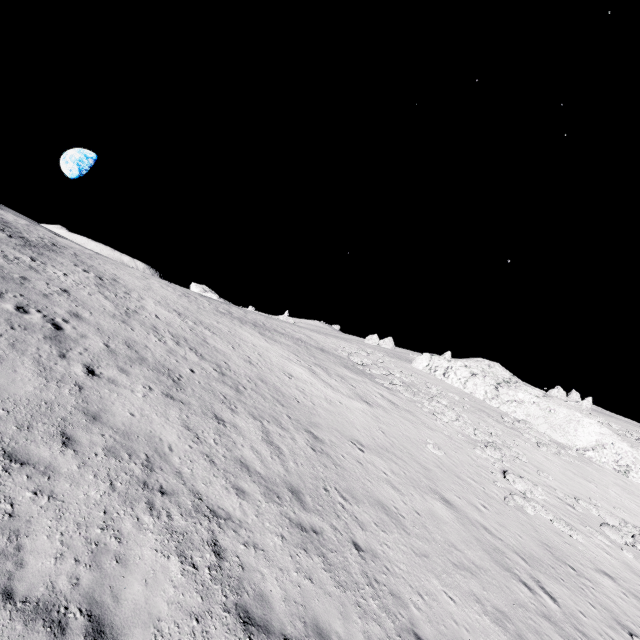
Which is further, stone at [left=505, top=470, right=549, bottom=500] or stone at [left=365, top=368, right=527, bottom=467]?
stone at [left=365, top=368, right=527, bottom=467]

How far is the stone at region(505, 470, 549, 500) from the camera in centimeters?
1827cm

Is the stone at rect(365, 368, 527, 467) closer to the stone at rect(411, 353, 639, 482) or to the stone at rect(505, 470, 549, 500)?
the stone at rect(505, 470, 549, 500)

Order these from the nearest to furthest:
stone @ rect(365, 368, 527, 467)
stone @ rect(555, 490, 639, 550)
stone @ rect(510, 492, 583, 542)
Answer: stone @ rect(510, 492, 583, 542) → stone @ rect(555, 490, 639, 550) → stone @ rect(365, 368, 527, 467)

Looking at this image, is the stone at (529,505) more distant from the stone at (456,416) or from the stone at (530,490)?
the stone at (456,416)

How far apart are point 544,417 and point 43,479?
38.32m

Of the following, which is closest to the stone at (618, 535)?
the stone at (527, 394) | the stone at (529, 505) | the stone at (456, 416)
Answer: the stone at (456, 416)

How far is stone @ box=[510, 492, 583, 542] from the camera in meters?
16.4
